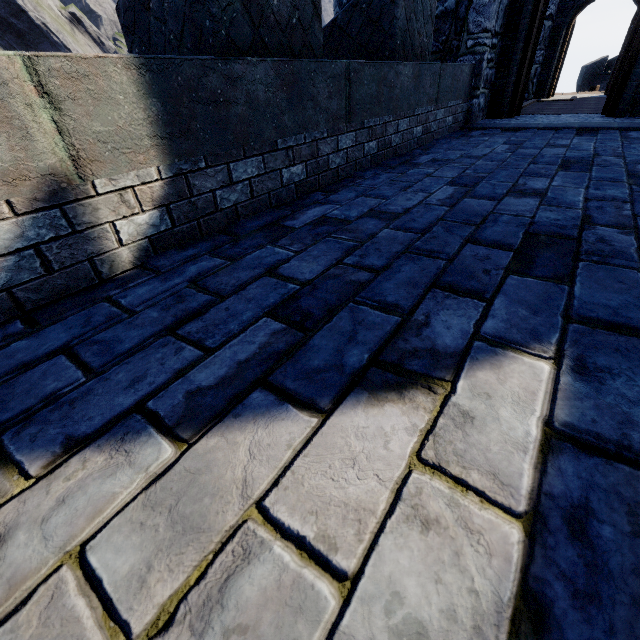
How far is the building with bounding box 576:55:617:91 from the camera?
24.0m

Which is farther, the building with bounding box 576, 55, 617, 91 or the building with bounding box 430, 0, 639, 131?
the building with bounding box 576, 55, 617, 91

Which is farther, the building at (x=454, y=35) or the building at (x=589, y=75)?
the building at (x=589, y=75)

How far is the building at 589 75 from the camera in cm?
2402

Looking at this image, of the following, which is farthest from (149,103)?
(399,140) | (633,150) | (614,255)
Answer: (633,150)
